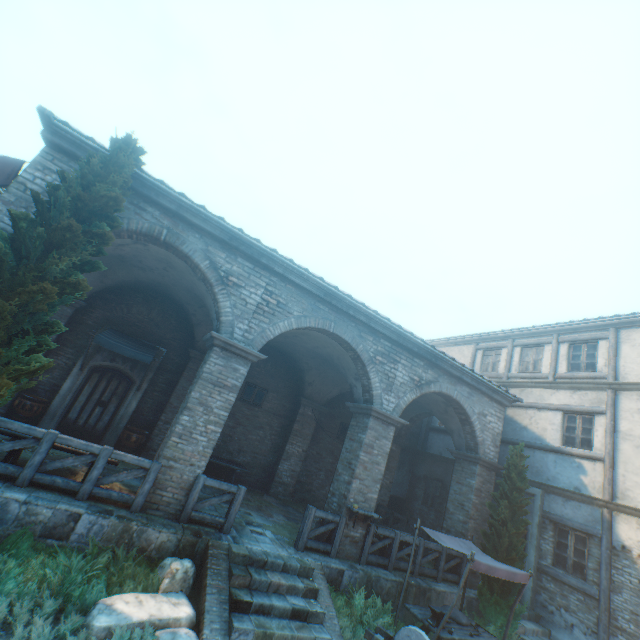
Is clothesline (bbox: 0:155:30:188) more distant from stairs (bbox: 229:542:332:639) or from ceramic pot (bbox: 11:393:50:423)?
stairs (bbox: 229:542:332:639)

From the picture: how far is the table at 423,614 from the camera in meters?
7.1

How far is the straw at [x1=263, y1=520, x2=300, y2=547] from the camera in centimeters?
832cm

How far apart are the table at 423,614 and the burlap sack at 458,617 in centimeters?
2cm

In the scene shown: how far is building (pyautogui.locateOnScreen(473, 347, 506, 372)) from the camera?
15.9 meters

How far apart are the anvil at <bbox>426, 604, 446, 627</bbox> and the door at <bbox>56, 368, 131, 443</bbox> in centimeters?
1069cm

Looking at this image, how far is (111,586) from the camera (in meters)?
5.31

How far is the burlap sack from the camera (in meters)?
7.71
